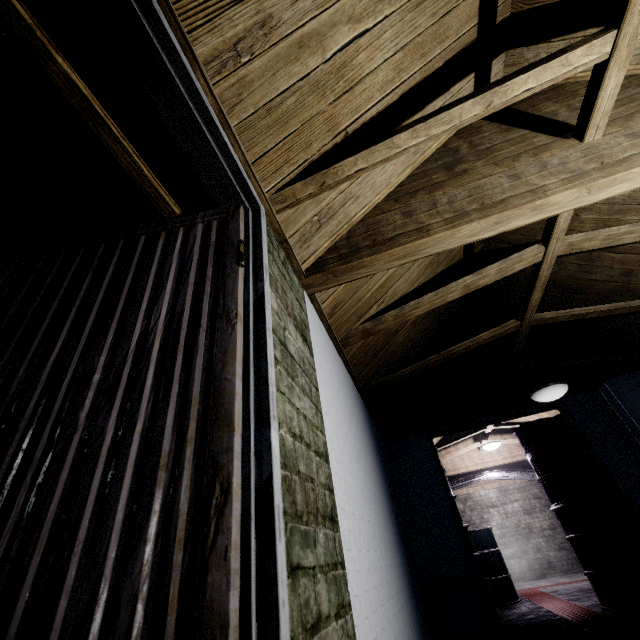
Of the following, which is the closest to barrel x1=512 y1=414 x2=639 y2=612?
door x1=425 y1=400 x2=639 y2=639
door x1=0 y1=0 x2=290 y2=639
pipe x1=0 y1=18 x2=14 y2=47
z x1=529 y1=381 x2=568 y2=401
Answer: door x1=425 y1=400 x2=639 y2=639

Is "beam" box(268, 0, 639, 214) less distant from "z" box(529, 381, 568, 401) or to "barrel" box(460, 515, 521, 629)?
"z" box(529, 381, 568, 401)

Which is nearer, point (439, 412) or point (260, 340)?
point (260, 340)

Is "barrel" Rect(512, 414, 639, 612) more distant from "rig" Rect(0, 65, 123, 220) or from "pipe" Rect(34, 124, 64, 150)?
"rig" Rect(0, 65, 123, 220)

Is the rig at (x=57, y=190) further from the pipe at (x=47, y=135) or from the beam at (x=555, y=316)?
the beam at (x=555, y=316)

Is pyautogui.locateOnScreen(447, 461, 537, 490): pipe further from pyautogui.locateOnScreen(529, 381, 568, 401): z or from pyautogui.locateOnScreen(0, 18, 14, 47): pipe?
pyautogui.locateOnScreen(529, 381, 568, 401): z

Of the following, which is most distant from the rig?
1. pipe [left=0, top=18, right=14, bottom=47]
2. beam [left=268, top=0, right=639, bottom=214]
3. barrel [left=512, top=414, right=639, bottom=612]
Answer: barrel [left=512, top=414, right=639, bottom=612]

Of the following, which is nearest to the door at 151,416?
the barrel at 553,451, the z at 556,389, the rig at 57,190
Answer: the rig at 57,190
